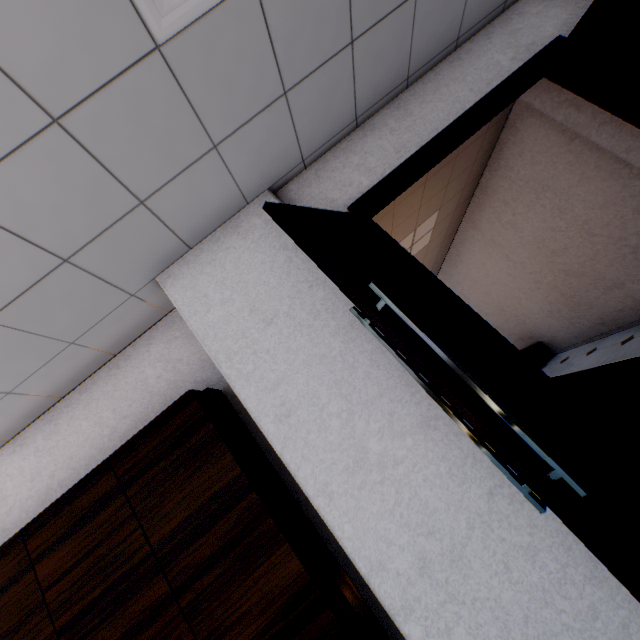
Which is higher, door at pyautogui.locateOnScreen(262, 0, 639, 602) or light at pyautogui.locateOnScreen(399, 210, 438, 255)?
light at pyautogui.locateOnScreen(399, 210, 438, 255)

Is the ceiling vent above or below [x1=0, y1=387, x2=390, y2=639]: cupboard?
above

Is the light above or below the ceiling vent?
above

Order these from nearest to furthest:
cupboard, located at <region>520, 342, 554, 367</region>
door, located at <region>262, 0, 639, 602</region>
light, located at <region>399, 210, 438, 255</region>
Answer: door, located at <region>262, 0, 639, 602</region> → light, located at <region>399, 210, 438, 255</region> → cupboard, located at <region>520, 342, 554, 367</region>

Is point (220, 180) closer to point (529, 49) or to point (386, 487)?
point (386, 487)

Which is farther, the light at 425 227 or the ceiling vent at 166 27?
the light at 425 227

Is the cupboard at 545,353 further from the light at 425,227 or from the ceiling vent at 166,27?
the ceiling vent at 166,27

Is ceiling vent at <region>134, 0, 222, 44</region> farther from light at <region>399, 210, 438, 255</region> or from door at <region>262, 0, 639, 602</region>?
light at <region>399, 210, 438, 255</region>
